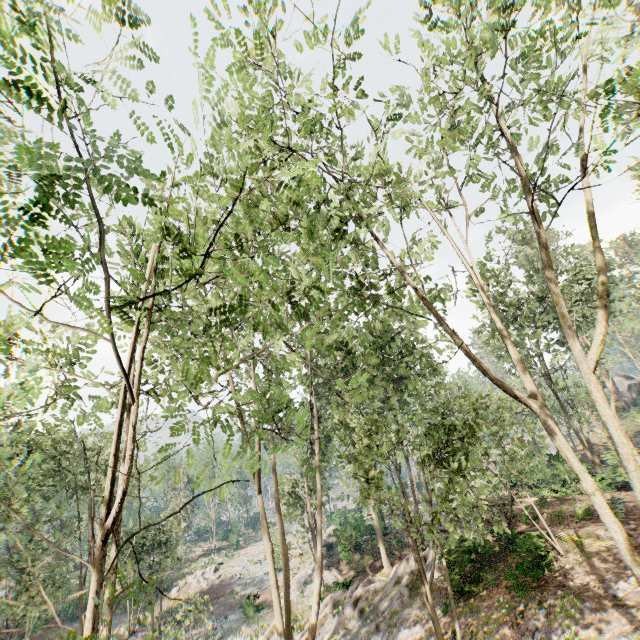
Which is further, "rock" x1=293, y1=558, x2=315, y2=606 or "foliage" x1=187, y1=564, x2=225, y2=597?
"foliage" x1=187, y1=564, x2=225, y2=597

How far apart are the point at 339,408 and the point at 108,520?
4.7 meters

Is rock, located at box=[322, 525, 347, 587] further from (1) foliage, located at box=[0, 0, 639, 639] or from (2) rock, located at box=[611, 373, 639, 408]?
(2) rock, located at box=[611, 373, 639, 408]

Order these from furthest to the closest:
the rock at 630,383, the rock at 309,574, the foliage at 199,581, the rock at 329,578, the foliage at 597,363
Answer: the rock at 630,383 < the foliage at 199,581 < the rock at 329,578 < the rock at 309,574 < the foliage at 597,363

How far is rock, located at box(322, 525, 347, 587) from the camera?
26.4 meters

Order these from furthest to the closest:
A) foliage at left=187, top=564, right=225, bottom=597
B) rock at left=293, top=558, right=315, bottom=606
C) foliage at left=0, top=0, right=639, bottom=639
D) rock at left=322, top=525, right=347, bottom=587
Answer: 1. foliage at left=187, top=564, right=225, bottom=597
2. rock at left=322, top=525, right=347, bottom=587
3. rock at left=293, top=558, right=315, bottom=606
4. foliage at left=0, top=0, right=639, bottom=639

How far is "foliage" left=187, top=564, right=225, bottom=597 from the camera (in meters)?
38.75

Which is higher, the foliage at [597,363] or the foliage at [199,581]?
the foliage at [597,363]
